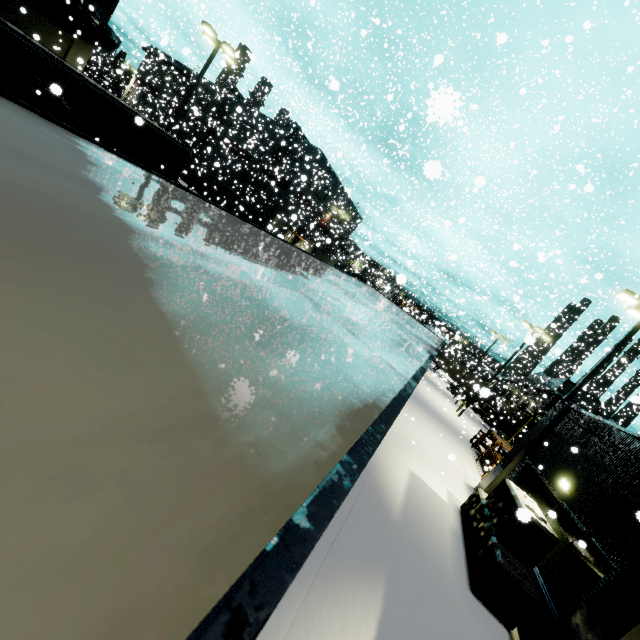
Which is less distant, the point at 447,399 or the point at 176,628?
the point at 176,628

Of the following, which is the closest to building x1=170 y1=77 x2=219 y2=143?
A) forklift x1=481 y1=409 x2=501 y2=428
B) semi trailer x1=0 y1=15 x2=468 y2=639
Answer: semi trailer x1=0 y1=15 x2=468 y2=639

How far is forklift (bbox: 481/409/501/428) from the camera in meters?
38.0

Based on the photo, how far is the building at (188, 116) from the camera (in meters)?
34.99

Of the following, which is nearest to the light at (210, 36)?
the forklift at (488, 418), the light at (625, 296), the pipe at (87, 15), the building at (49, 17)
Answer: the building at (49, 17)

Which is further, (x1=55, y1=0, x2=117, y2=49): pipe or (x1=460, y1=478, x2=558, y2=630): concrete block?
(x1=55, y1=0, x2=117, y2=49): pipe

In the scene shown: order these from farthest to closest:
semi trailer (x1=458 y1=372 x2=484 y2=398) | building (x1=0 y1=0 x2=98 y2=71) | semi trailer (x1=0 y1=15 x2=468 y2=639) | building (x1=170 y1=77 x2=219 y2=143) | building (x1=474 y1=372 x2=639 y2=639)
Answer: building (x1=170 y1=77 x2=219 y2=143) < building (x1=0 y1=0 x2=98 y2=71) < semi trailer (x1=458 y1=372 x2=484 y2=398) < building (x1=474 y1=372 x2=639 y2=639) < semi trailer (x1=0 y1=15 x2=468 y2=639)

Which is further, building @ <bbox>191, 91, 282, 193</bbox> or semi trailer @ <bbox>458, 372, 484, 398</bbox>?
building @ <bbox>191, 91, 282, 193</bbox>
